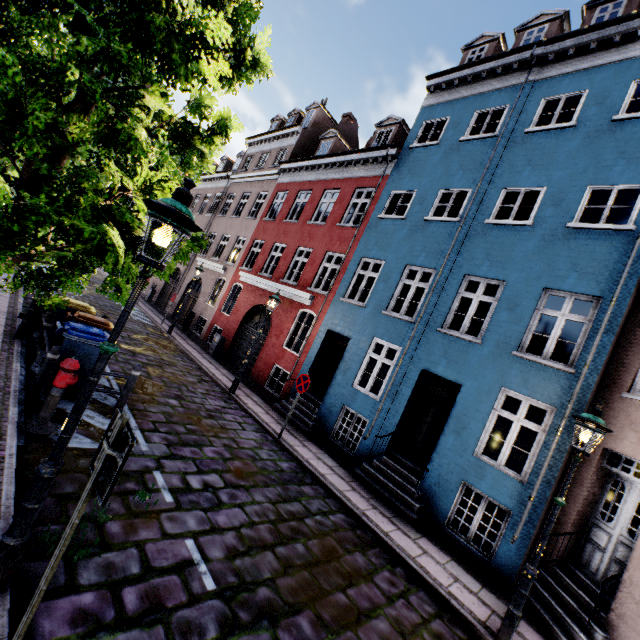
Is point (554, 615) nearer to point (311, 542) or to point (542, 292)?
point (311, 542)

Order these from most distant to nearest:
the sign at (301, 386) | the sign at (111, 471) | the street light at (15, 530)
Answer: the sign at (301, 386), the street light at (15, 530), the sign at (111, 471)

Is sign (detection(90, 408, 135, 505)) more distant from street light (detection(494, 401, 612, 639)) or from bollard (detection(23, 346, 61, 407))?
street light (detection(494, 401, 612, 639))

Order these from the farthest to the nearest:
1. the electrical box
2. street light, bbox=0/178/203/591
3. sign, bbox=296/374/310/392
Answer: the electrical box, sign, bbox=296/374/310/392, street light, bbox=0/178/203/591

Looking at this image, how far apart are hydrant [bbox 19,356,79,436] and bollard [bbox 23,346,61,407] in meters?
0.5 m

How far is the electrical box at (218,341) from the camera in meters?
15.9

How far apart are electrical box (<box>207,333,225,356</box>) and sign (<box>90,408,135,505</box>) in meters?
13.7

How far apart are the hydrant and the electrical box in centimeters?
1045cm
